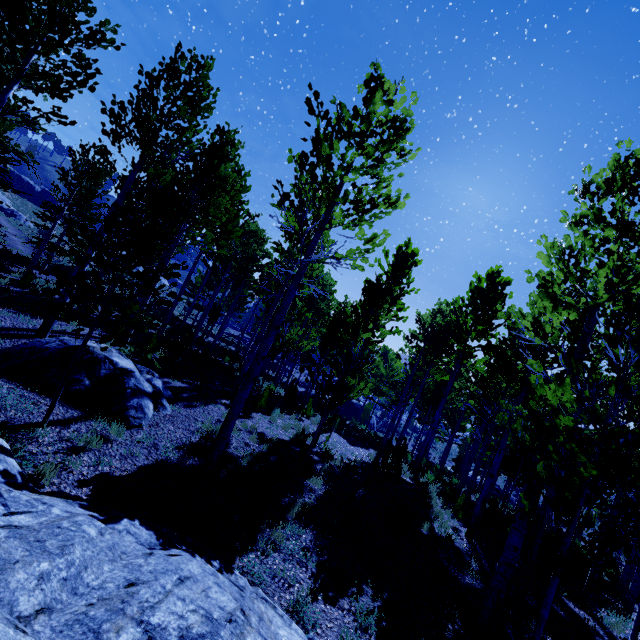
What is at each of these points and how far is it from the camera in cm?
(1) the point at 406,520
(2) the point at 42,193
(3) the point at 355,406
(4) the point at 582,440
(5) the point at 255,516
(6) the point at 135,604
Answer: (1) instancedfoliageactor, 791
(2) rock, 5028
(3) rock, 3325
(4) instancedfoliageactor, 325
(5) instancedfoliageactor, 601
(6) rock, 225

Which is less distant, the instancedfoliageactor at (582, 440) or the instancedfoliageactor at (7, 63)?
the instancedfoliageactor at (582, 440)

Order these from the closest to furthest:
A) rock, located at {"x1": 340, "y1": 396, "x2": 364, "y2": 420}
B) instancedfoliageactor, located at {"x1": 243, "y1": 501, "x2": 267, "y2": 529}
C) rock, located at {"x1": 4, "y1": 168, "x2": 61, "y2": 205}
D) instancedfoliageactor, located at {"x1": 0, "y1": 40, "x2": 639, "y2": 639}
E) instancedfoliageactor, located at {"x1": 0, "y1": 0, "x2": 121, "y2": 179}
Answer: instancedfoliageactor, located at {"x1": 0, "y1": 40, "x2": 639, "y2": 639} < instancedfoliageactor, located at {"x1": 243, "y1": 501, "x2": 267, "y2": 529} < instancedfoliageactor, located at {"x1": 0, "y1": 0, "x2": 121, "y2": 179} < rock, located at {"x1": 340, "y1": 396, "x2": 364, "y2": 420} < rock, located at {"x1": 4, "y1": 168, "x2": 61, "y2": 205}

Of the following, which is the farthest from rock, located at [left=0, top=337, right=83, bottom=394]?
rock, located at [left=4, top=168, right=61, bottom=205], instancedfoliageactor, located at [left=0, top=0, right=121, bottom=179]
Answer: rock, located at [left=4, top=168, right=61, bottom=205]

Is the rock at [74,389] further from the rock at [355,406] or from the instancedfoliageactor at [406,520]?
the rock at [355,406]

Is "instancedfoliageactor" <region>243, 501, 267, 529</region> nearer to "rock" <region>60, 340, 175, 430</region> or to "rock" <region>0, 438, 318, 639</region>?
"rock" <region>0, 438, 318, 639</region>

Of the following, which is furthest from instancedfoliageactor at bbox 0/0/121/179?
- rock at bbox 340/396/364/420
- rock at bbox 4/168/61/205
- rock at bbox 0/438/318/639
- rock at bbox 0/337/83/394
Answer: rock at bbox 4/168/61/205

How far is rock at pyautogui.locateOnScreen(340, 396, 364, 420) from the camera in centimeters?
3247cm
